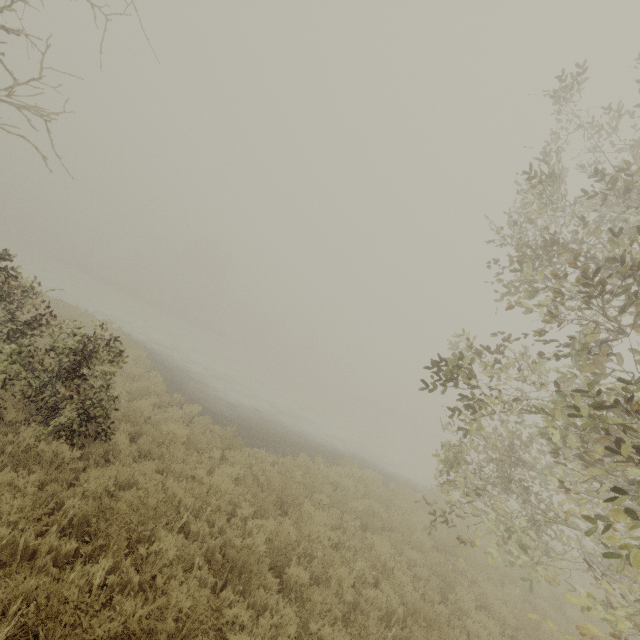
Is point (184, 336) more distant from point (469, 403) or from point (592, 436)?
point (592, 436)
